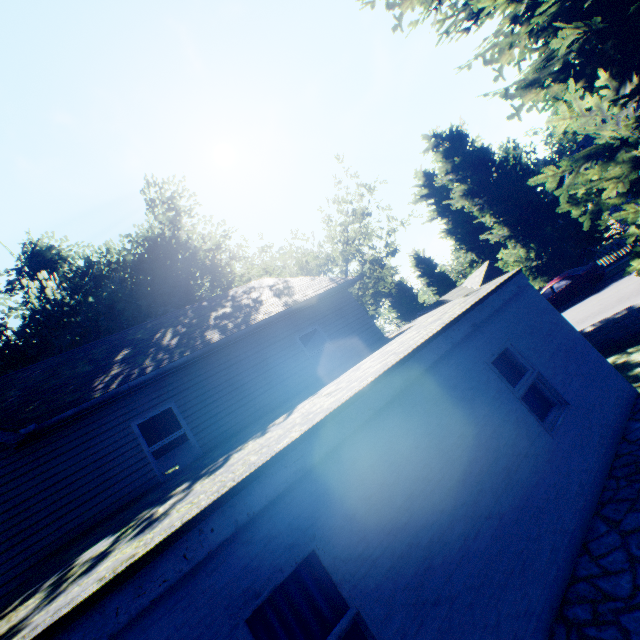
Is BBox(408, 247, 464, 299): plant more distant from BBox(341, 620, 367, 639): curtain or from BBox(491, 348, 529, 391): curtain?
BBox(341, 620, 367, 639): curtain

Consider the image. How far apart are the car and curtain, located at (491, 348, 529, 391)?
16.3 meters

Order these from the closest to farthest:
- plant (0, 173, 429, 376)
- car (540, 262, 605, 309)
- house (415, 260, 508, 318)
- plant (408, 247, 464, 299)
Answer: plant (0, 173, 429, 376)
car (540, 262, 605, 309)
house (415, 260, 508, 318)
plant (408, 247, 464, 299)

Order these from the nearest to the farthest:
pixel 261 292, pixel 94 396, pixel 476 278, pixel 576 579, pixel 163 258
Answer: pixel 576 579, pixel 94 396, pixel 261 292, pixel 163 258, pixel 476 278

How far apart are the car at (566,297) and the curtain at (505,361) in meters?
16.3 m

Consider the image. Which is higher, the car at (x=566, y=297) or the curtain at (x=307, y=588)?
the curtain at (x=307, y=588)

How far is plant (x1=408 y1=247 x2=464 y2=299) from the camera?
55.9 meters

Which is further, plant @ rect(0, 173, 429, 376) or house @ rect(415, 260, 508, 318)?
house @ rect(415, 260, 508, 318)
